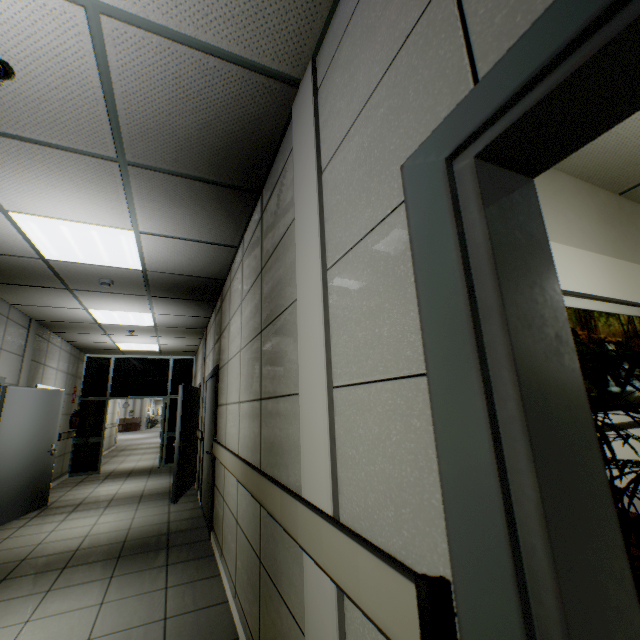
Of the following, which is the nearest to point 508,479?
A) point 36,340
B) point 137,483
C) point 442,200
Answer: point 442,200

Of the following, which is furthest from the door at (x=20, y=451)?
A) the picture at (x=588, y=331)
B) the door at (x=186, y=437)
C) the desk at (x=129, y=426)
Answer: the desk at (x=129, y=426)

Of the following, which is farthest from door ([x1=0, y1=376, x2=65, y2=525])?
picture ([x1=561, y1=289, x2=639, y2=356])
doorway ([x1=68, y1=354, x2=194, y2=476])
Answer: picture ([x1=561, y1=289, x2=639, y2=356])

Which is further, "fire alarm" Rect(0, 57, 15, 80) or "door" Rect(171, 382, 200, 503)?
"door" Rect(171, 382, 200, 503)

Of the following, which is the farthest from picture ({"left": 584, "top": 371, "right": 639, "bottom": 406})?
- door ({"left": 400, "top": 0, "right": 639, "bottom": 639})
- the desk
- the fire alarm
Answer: the desk

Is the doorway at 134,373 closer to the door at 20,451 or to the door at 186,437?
the door at 186,437

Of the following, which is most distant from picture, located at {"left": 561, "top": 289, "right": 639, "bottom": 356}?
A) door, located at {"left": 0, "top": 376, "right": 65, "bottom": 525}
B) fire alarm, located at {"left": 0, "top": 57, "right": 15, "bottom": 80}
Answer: door, located at {"left": 0, "top": 376, "right": 65, "bottom": 525}

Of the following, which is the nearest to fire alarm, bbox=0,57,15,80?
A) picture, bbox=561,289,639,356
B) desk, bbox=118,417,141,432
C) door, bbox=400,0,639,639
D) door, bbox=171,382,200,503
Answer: door, bbox=400,0,639,639
